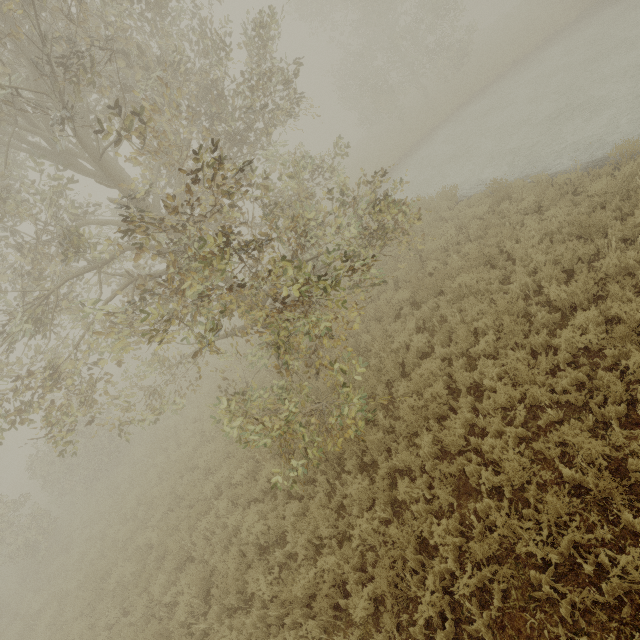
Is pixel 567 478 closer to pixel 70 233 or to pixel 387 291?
pixel 387 291
